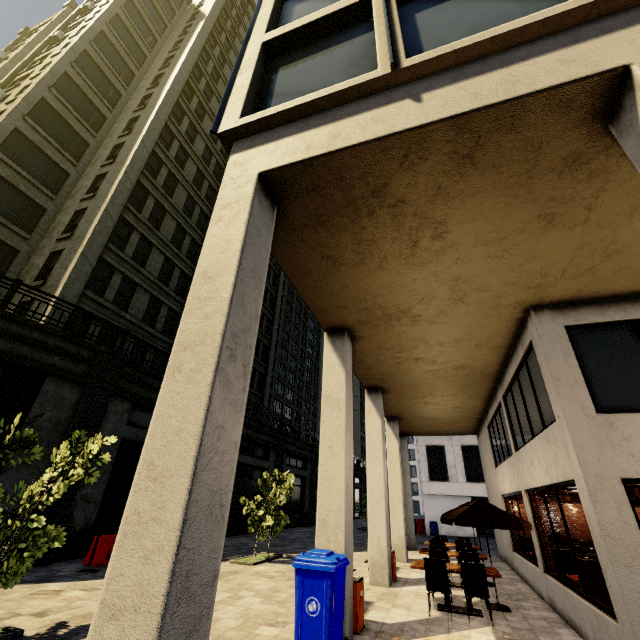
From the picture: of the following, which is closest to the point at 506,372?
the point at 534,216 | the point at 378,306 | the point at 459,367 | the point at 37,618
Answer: the point at 459,367

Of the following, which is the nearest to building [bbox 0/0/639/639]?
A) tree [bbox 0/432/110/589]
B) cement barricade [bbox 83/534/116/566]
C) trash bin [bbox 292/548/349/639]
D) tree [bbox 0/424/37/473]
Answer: trash bin [bbox 292/548/349/639]

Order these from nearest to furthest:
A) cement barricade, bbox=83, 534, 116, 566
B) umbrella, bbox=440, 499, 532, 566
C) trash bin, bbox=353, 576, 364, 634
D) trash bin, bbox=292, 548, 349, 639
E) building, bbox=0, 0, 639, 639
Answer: building, bbox=0, 0, 639, 639
trash bin, bbox=292, 548, 349, 639
trash bin, bbox=353, 576, 364, 634
umbrella, bbox=440, 499, 532, 566
cement barricade, bbox=83, 534, 116, 566

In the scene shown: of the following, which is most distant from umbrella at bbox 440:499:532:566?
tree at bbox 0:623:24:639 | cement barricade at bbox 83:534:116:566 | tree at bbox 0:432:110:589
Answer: cement barricade at bbox 83:534:116:566

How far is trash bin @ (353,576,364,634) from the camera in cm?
605

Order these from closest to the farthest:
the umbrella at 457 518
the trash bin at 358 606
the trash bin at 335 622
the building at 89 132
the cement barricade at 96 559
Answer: the building at 89 132, the trash bin at 335 622, the trash bin at 358 606, the umbrella at 457 518, the cement barricade at 96 559

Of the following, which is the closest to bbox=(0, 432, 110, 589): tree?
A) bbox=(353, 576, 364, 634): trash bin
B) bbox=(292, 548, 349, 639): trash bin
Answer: bbox=(292, 548, 349, 639): trash bin

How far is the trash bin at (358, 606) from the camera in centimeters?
605cm
